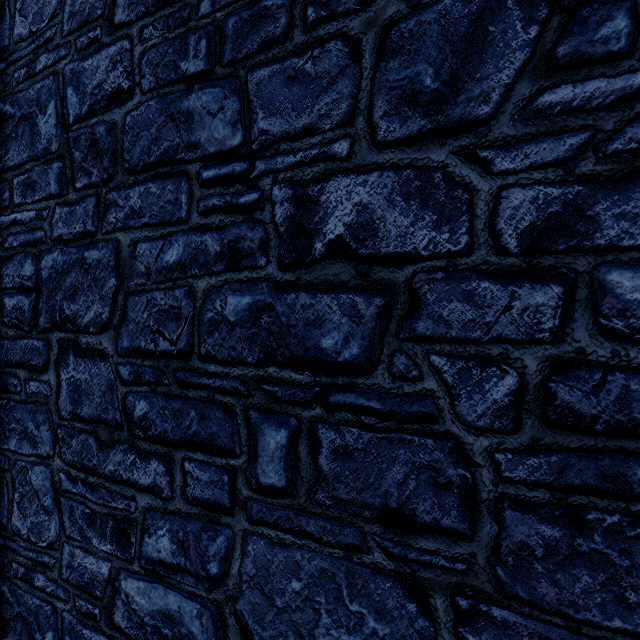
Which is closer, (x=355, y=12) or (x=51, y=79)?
(x=355, y=12)
